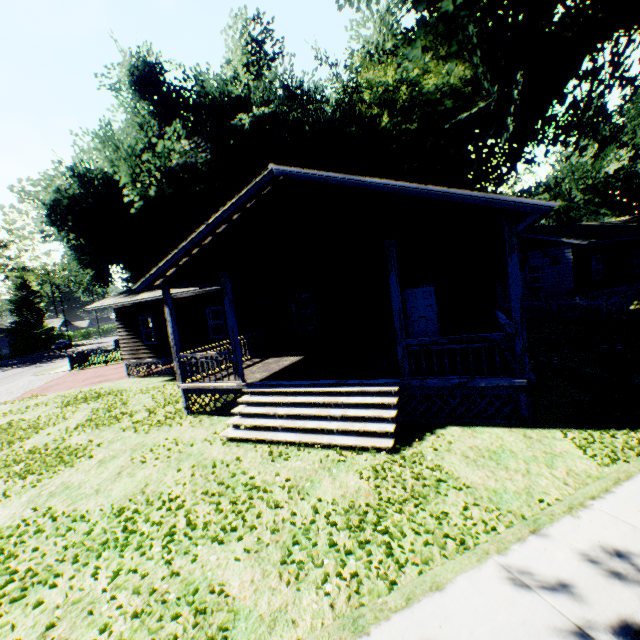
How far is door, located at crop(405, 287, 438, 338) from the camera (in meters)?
12.16

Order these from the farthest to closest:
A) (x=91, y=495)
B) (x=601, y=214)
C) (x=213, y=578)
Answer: (x=601, y=214) < (x=91, y=495) < (x=213, y=578)

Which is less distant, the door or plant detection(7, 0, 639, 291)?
the door

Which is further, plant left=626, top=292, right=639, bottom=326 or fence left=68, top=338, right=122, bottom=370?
fence left=68, top=338, right=122, bottom=370

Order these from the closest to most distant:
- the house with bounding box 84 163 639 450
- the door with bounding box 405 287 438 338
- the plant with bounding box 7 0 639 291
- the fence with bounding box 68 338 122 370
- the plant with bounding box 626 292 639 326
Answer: the house with bounding box 84 163 639 450
the door with bounding box 405 287 438 338
the plant with bounding box 626 292 639 326
the plant with bounding box 7 0 639 291
the fence with bounding box 68 338 122 370

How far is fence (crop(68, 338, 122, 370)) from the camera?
26.48m

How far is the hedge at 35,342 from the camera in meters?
50.5 m

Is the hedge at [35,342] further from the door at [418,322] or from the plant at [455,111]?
the door at [418,322]
